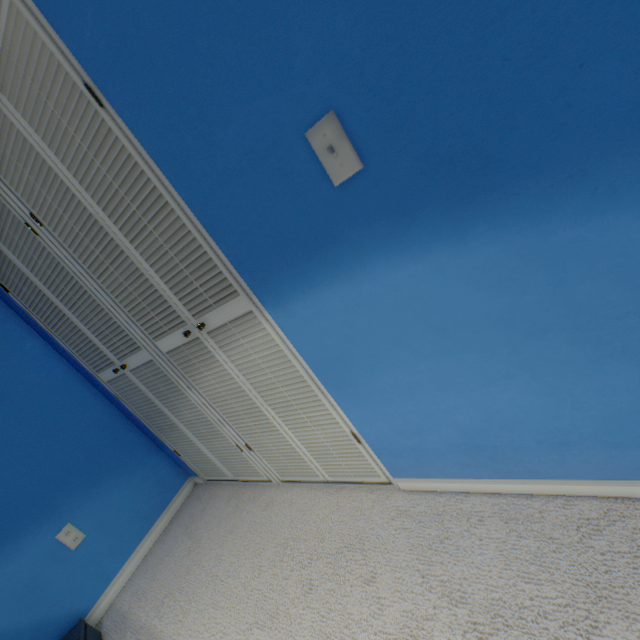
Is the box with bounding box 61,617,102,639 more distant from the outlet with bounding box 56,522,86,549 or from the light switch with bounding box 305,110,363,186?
the light switch with bounding box 305,110,363,186

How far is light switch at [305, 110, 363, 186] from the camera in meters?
0.7 m

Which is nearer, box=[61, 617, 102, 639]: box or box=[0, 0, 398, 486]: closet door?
box=[0, 0, 398, 486]: closet door

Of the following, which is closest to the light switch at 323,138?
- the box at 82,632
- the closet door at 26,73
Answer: the closet door at 26,73

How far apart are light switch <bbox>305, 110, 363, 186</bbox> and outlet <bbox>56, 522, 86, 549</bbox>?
2.34m

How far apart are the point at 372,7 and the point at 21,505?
2.56m

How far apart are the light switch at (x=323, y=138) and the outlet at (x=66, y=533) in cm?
234

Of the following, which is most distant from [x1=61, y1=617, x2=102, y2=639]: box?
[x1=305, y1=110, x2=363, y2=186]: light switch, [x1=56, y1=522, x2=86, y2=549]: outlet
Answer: [x1=305, y1=110, x2=363, y2=186]: light switch
